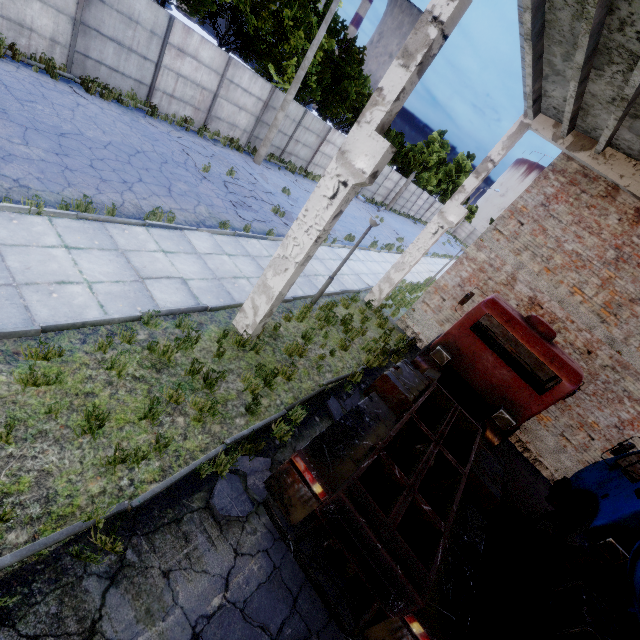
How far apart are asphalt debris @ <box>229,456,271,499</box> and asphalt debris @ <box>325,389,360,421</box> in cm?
199

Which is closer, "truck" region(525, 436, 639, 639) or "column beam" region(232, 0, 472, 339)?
"column beam" region(232, 0, 472, 339)

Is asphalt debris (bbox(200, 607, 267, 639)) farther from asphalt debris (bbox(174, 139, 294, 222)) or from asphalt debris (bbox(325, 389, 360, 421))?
asphalt debris (bbox(174, 139, 294, 222))

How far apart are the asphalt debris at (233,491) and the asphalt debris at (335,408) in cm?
199

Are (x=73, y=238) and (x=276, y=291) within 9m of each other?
yes

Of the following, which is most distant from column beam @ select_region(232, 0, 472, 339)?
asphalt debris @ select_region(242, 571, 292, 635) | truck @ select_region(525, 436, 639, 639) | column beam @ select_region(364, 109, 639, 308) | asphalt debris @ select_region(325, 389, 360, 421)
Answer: column beam @ select_region(364, 109, 639, 308)

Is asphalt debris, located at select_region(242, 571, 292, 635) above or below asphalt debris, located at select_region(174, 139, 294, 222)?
below

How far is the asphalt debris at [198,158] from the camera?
12.91m
